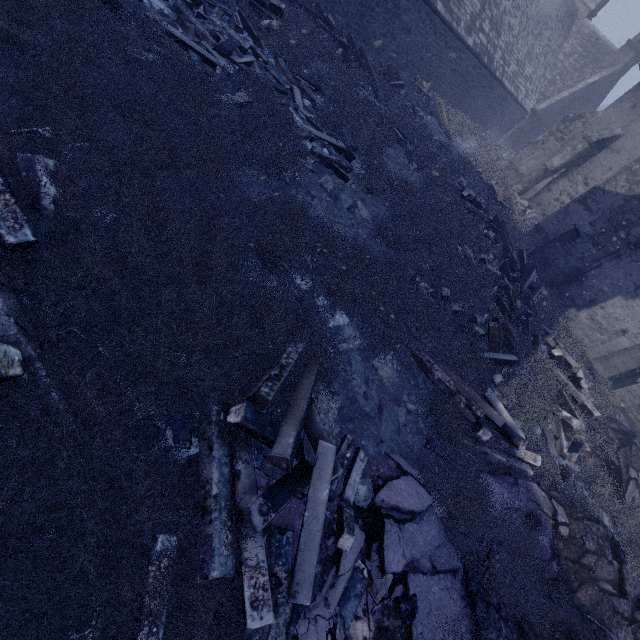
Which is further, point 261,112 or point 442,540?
point 261,112

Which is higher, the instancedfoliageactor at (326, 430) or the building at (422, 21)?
the building at (422, 21)

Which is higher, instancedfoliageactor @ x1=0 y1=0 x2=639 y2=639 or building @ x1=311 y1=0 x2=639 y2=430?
building @ x1=311 y1=0 x2=639 y2=430

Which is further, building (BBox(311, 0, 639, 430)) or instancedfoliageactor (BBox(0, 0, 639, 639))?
building (BBox(311, 0, 639, 430))

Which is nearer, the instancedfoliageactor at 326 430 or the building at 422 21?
the instancedfoliageactor at 326 430
